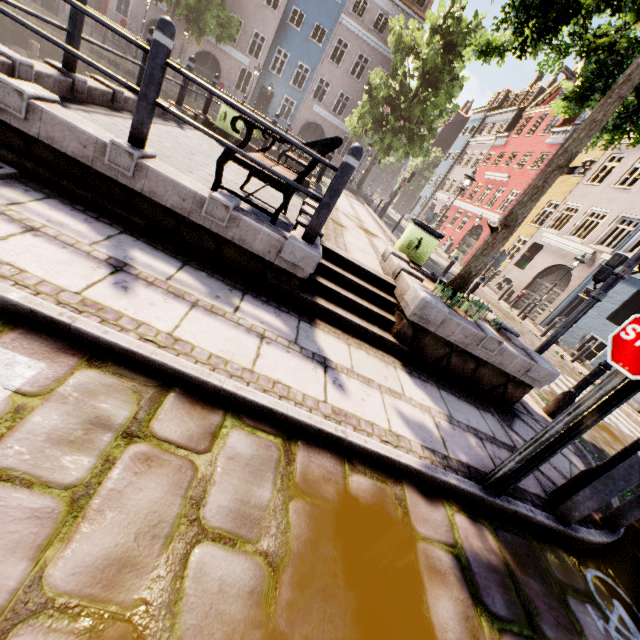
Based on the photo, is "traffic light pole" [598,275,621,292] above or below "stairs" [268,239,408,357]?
above

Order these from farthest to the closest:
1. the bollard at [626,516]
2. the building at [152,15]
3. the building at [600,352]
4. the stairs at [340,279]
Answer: the building at [152,15], the building at [600,352], the stairs at [340,279], the bollard at [626,516]

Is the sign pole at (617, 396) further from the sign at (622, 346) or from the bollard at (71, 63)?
the bollard at (71, 63)

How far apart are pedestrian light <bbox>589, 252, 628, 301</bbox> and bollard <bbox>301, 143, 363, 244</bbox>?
5.3 meters

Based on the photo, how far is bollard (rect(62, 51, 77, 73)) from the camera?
4.5 meters

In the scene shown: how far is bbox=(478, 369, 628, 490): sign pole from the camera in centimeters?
230cm

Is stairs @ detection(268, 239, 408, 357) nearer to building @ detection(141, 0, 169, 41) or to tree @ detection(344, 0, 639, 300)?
tree @ detection(344, 0, 639, 300)

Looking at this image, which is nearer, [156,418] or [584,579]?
[156,418]
